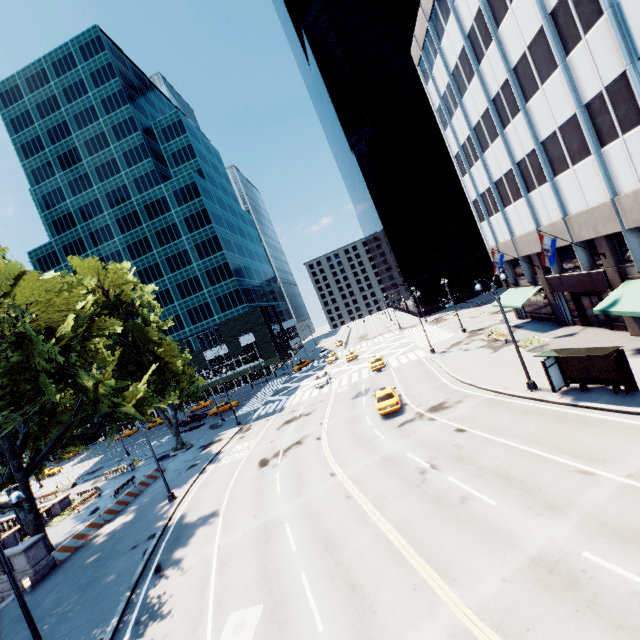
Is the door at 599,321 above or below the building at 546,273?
below

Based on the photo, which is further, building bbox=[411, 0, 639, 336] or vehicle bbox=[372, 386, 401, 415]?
vehicle bbox=[372, 386, 401, 415]

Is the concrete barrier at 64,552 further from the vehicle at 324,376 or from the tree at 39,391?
the vehicle at 324,376

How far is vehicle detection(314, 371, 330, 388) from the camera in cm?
4266

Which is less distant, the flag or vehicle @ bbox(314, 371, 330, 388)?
the flag

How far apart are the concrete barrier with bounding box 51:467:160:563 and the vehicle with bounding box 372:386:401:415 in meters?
23.1

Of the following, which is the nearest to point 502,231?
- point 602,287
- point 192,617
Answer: point 602,287

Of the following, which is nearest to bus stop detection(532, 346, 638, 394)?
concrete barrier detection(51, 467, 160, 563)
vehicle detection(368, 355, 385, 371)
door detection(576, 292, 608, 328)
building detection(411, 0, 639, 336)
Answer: building detection(411, 0, 639, 336)
